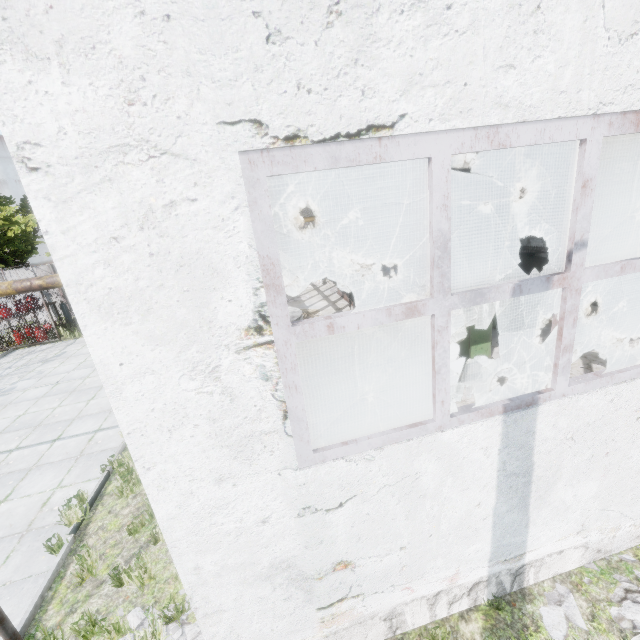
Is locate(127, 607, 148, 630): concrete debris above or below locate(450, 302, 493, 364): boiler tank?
below

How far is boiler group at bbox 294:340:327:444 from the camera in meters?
3.5

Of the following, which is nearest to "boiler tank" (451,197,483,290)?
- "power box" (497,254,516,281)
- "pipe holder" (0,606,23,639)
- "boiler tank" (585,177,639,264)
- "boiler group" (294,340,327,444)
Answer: "power box" (497,254,516,281)

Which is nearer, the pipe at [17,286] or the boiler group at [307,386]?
the pipe at [17,286]

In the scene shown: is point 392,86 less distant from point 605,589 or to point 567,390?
point 567,390

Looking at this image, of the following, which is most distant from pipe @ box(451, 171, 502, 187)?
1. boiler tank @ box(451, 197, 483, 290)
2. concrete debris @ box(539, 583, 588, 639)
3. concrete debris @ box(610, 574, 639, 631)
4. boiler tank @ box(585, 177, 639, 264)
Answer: concrete debris @ box(539, 583, 588, 639)

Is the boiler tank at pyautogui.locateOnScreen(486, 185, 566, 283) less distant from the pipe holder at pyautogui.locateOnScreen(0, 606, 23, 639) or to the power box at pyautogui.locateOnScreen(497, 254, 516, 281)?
the power box at pyautogui.locateOnScreen(497, 254, 516, 281)

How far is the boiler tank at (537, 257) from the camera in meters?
12.6
